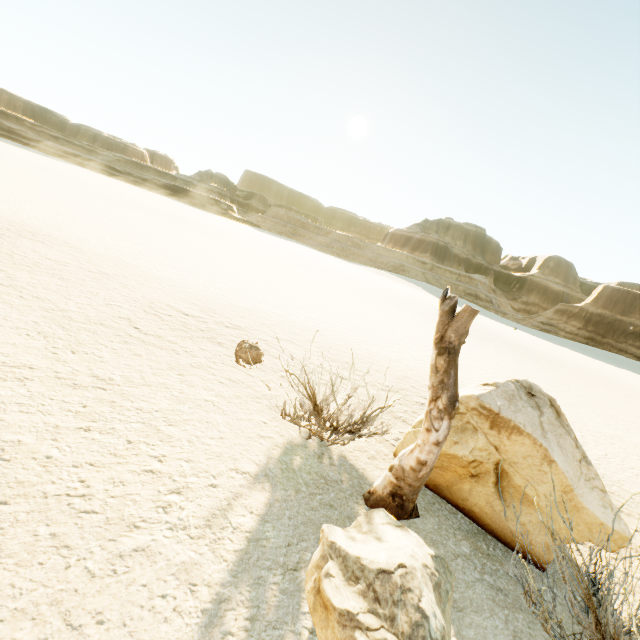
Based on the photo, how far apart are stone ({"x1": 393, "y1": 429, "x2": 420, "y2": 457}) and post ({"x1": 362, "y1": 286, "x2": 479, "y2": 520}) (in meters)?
0.38

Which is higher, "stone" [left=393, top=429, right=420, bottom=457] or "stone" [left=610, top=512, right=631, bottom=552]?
"stone" [left=610, top=512, right=631, bottom=552]

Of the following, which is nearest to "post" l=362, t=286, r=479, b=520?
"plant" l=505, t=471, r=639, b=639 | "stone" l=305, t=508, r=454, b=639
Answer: "stone" l=305, t=508, r=454, b=639

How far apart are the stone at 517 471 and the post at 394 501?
0.4m

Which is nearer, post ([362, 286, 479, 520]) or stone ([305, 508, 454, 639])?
stone ([305, 508, 454, 639])

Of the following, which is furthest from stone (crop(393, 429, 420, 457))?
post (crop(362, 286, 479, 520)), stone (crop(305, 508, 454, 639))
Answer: stone (crop(305, 508, 454, 639))

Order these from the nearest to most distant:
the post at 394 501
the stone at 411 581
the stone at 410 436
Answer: the stone at 411 581 → the post at 394 501 → the stone at 410 436

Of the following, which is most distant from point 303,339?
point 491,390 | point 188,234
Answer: point 188,234
